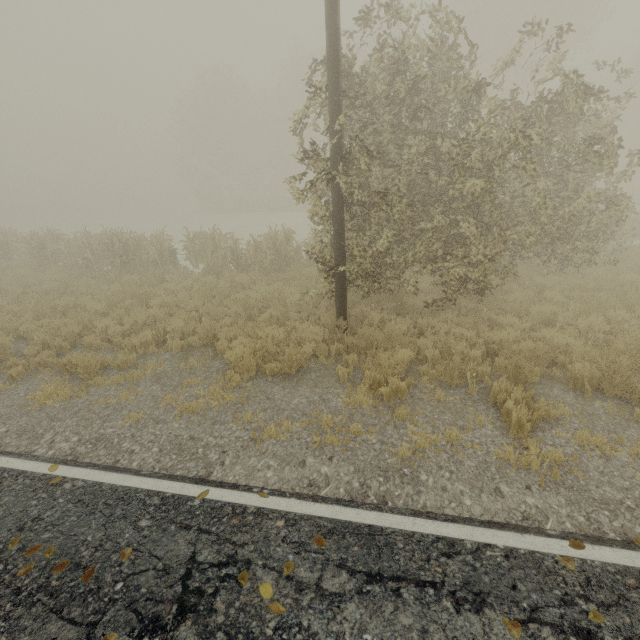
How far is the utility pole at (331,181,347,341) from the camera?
6.9m

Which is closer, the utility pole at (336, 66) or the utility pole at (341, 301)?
the utility pole at (336, 66)

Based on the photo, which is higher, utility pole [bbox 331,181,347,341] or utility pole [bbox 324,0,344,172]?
utility pole [bbox 324,0,344,172]

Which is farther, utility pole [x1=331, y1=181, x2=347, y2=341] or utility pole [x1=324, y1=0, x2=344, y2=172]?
utility pole [x1=331, y1=181, x2=347, y2=341]

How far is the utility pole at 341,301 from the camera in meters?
6.9

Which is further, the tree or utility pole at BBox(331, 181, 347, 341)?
utility pole at BBox(331, 181, 347, 341)

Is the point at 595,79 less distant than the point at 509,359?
No

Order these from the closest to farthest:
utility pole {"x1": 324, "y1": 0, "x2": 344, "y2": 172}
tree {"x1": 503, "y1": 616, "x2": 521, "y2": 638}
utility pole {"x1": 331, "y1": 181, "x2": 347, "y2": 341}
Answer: tree {"x1": 503, "y1": 616, "x2": 521, "y2": 638} < utility pole {"x1": 324, "y1": 0, "x2": 344, "y2": 172} < utility pole {"x1": 331, "y1": 181, "x2": 347, "y2": 341}
